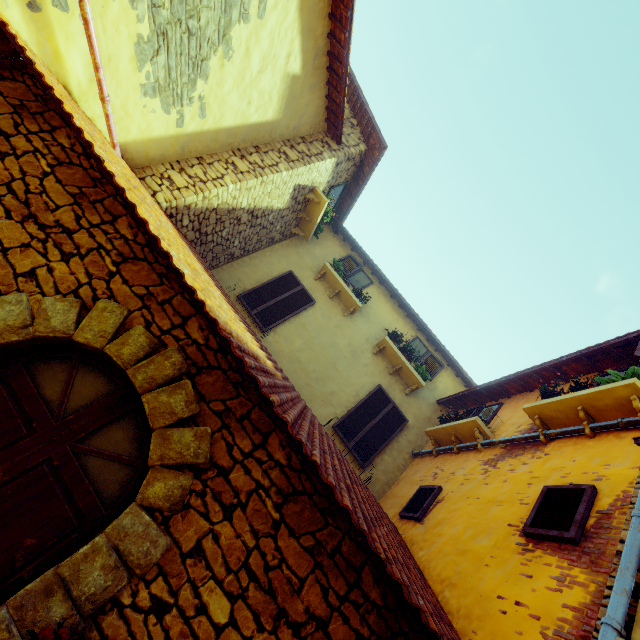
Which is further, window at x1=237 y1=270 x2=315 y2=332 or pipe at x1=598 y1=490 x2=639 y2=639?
window at x1=237 y1=270 x2=315 y2=332

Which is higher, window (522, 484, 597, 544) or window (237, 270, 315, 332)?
window (237, 270, 315, 332)

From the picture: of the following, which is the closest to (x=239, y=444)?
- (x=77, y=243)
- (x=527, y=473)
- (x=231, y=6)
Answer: (x=77, y=243)

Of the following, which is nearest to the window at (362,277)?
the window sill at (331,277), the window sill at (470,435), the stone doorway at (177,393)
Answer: the window sill at (331,277)

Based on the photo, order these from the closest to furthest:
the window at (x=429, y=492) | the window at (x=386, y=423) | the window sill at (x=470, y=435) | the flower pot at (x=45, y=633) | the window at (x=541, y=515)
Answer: the flower pot at (x=45, y=633) < the window at (x=541, y=515) < the window at (x=429, y=492) < the window sill at (x=470, y=435) < the window at (x=386, y=423)

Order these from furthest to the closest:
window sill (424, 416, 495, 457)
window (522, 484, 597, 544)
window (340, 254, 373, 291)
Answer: window (340, 254, 373, 291) < window sill (424, 416, 495, 457) < window (522, 484, 597, 544)

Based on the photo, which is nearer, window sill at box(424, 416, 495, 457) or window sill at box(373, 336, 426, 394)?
window sill at box(424, 416, 495, 457)

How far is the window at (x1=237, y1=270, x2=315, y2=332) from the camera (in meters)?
7.59
